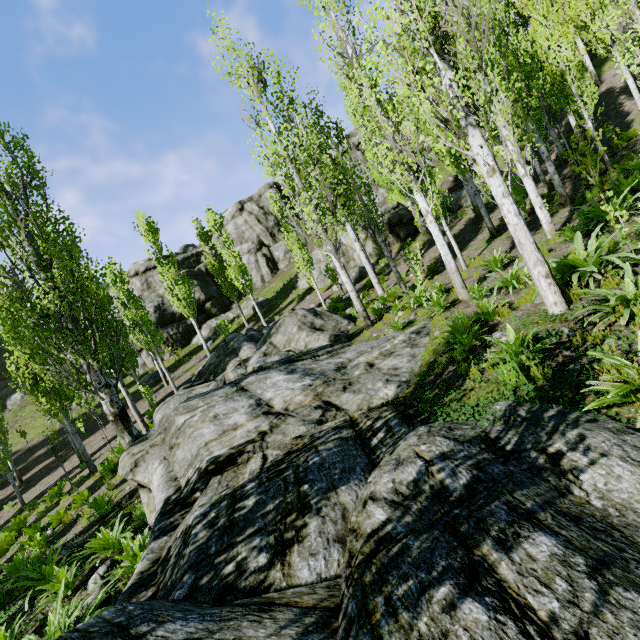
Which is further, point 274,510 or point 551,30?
point 551,30

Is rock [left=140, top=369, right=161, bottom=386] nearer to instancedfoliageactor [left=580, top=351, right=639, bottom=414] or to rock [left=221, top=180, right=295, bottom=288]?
rock [left=221, top=180, right=295, bottom=288]

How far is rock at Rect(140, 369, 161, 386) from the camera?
27.07m

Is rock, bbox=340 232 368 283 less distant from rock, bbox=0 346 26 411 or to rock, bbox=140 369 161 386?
rock, bbox=0 346 26 411

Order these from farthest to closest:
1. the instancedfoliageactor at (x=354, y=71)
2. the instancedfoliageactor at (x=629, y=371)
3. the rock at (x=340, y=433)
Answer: the instancedfoliageactor at (x=354, y=71), the instancedfoliageactor at (x=629, y=371), the rock at (x=340, y=433)

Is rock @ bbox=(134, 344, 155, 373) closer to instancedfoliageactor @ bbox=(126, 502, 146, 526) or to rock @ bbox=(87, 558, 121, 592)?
instancedfoliageactor @ bbox=(126, 502, 146, 526)

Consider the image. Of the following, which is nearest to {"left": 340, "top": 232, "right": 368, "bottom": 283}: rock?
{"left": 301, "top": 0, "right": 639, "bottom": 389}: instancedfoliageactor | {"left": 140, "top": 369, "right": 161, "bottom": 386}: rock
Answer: {"left": 301, "top": 0, "right": 639, "bottom": 389}: instancedfoliageactor

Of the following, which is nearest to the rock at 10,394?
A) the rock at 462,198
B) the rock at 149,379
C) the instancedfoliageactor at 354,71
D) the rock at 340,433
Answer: the instancedfoliageactor at 354,71
